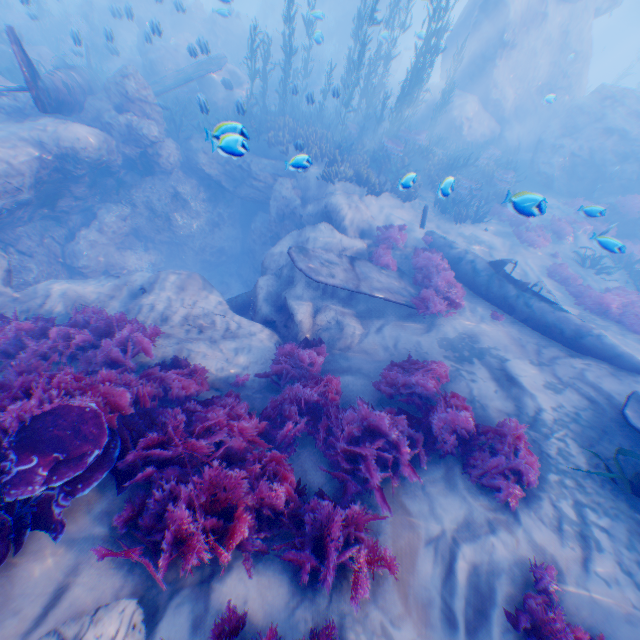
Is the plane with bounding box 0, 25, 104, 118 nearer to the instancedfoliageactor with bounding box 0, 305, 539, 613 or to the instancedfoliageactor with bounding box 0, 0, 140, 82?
the instancedfoliageactor with bounding box 0, 0, 140, 82

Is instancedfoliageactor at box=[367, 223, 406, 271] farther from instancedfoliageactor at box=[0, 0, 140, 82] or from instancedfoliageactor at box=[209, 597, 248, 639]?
instancedfoliageactor at box=[209, 597, 248, 639]

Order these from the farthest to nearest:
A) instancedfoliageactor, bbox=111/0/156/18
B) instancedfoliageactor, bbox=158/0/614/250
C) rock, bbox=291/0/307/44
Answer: rock, bbox=291/0/307/44
instancedfoliageactor, bbox=111/0/156/18
instancedfoliageactor, bbox=158/0/614/250

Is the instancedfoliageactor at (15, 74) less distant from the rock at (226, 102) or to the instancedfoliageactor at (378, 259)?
the rock at (226, 102)

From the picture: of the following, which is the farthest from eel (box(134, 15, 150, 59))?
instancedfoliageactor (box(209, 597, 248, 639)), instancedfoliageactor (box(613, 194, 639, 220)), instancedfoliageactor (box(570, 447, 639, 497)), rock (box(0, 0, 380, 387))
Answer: instancedfoliageactor (box(570, 447, 639, 497))

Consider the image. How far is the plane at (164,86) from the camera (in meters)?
14.24

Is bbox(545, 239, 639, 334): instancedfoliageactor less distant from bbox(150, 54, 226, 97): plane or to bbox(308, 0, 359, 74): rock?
bbox(308, 0, 359, 74): rock

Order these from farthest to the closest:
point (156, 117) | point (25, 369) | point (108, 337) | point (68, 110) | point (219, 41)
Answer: point (219, 41) → point (156, 117) → point (68, 110) → point (108, 337) → point (25, 369)
